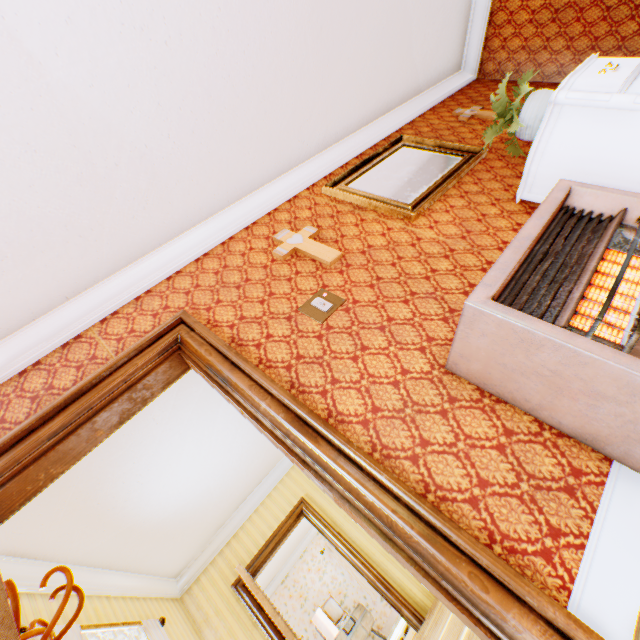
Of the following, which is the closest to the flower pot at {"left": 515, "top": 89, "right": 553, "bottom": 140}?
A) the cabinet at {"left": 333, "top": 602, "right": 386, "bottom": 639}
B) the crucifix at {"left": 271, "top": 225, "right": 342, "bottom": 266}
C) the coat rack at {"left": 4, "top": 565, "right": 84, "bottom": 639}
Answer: the crucifix at {"left": 271, "top": 225, "right": 342, "bottom": 266}

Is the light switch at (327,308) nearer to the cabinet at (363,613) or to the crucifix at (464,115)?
the crucifix at (464,115)

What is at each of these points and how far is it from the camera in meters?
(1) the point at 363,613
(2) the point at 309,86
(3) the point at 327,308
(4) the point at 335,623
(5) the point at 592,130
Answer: (1) cabinet, 8.4 m
(2) building, 3.0 m
(3) light switch, 2.1 m
(4) tv, 7.7 m
(5) cabinet, 2.0 m

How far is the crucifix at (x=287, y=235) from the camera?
2.39m

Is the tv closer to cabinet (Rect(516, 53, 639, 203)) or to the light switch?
the light switch

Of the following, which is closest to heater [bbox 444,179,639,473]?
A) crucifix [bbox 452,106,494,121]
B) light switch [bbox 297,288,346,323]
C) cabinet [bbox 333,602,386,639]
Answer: light switch [bbox 297,288,346,323]

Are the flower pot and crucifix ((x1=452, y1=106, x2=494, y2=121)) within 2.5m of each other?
yes
